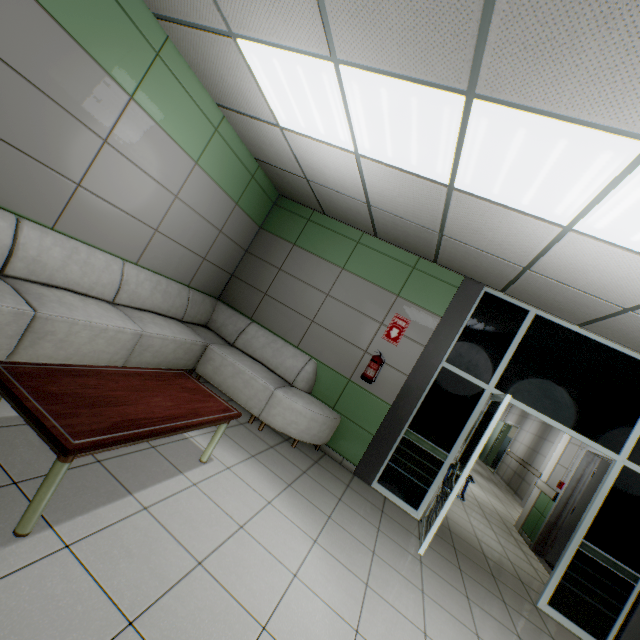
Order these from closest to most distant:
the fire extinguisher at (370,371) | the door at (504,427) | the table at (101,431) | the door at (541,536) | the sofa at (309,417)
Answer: the table at (101,431) → the sofa at (309,417) → the fire extinguisher at (370,371) → the door at (541,536) → the door at (504,427)

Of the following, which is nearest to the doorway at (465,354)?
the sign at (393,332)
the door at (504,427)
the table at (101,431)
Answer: the sign at (393,332)

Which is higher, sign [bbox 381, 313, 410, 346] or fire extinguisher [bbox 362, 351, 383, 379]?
sign [bbox 381, 313, 410, 346]

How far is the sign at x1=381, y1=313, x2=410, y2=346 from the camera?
4.8m

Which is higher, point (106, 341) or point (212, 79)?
point (212, 79)

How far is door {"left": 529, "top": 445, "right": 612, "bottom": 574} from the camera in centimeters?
571cm

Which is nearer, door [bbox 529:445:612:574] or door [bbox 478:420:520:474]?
door [bbox 529:445:612:574]

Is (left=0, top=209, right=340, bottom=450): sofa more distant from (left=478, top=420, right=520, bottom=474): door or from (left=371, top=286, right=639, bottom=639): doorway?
(left=478, top=420, right=520, bottom=474): door
